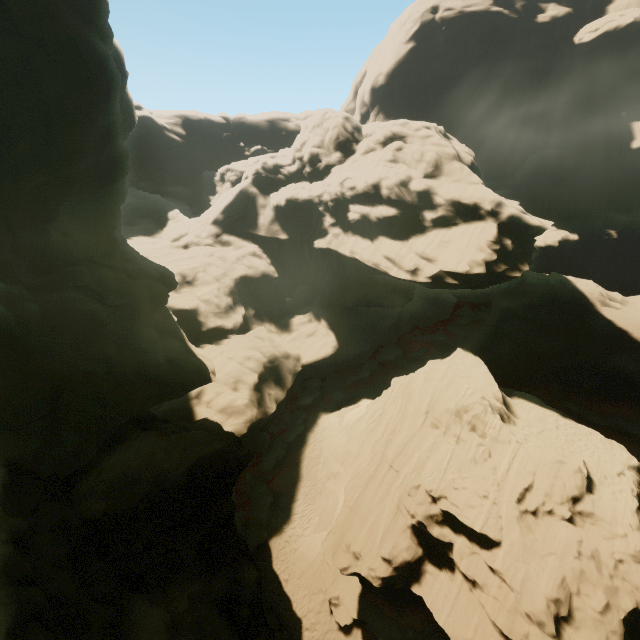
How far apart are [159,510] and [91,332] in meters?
8.8

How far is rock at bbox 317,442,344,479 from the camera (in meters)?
24.77

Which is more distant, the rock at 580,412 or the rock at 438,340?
the rock at 438,340

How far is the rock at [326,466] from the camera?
24.77m

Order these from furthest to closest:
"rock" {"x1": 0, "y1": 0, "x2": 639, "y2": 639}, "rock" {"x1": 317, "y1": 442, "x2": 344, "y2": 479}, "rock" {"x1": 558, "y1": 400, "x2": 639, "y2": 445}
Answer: "rock" {"x1": 558, "y1": 400, "x2": 639, "y2": 445} < "rock" {"x1": 317, "y1": 442, "x2": 344, "y2": 479} < "rock" {"x1": 0, "y1": 0, "x2": 639, "y2": 639}

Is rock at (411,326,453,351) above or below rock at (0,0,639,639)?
below
